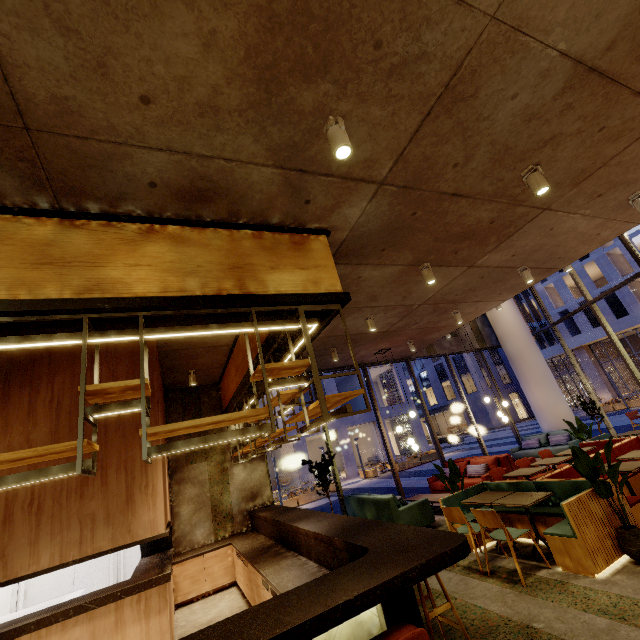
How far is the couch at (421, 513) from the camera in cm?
705

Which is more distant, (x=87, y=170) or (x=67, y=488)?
(x=67, y=488)

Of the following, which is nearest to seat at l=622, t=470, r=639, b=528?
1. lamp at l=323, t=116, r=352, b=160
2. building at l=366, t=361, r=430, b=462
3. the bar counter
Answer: the bar counter

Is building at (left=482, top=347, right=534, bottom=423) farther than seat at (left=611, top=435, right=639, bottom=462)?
Yes

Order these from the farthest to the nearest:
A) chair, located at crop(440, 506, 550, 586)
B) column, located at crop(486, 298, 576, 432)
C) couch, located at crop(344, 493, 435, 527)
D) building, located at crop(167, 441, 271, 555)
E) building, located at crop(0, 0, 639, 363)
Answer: column, located at crop(486, 298, 576, 432), building, located at crop(167, 441, 271, 555), couch, located at crop(344, 493, 435, 527), chair, located at crop(440, 506, 550, 586), building, located at crop(0, 0, 639, 363)

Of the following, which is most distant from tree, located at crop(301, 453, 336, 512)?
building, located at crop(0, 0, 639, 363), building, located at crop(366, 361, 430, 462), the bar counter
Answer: building, located at crop(366, 361, 430, 462)

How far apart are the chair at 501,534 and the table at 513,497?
0.3 meters

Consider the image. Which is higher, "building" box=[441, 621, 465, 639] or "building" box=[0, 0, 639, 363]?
"building" box=[0, 0, 639, 363]
